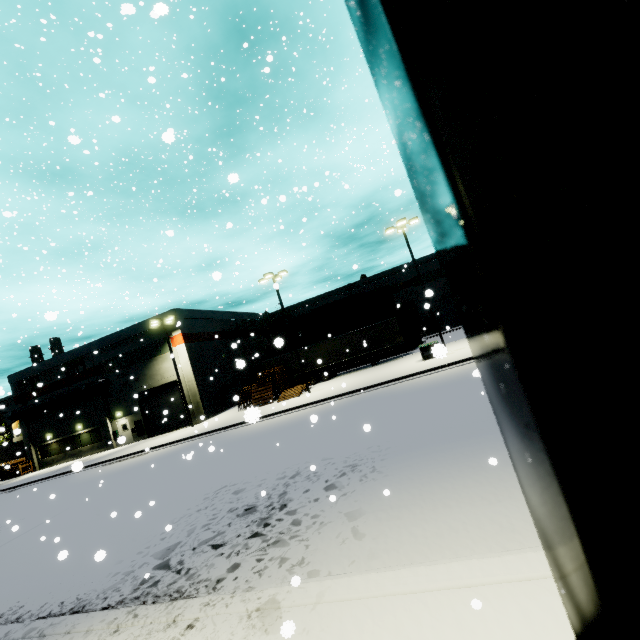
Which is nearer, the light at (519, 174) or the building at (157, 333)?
the light at (519, 174)

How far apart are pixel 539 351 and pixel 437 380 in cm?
1710

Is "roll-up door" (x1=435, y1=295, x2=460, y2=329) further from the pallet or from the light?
the light

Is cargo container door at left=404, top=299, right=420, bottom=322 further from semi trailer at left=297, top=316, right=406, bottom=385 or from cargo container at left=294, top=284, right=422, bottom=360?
semi trailer at left=297, top=316, right=406, bottom=385

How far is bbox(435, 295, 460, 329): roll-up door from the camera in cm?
4494

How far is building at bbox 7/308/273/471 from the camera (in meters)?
30.42

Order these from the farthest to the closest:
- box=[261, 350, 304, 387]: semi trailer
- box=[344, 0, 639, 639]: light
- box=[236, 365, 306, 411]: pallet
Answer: box=[261, 350, 304, 387]: semi trailer, box=[236, 365, 306, 411]: pallet, box=[344, 0, 639, 639]: light

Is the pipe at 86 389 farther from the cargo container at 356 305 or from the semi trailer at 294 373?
the cargo container at 356 305
